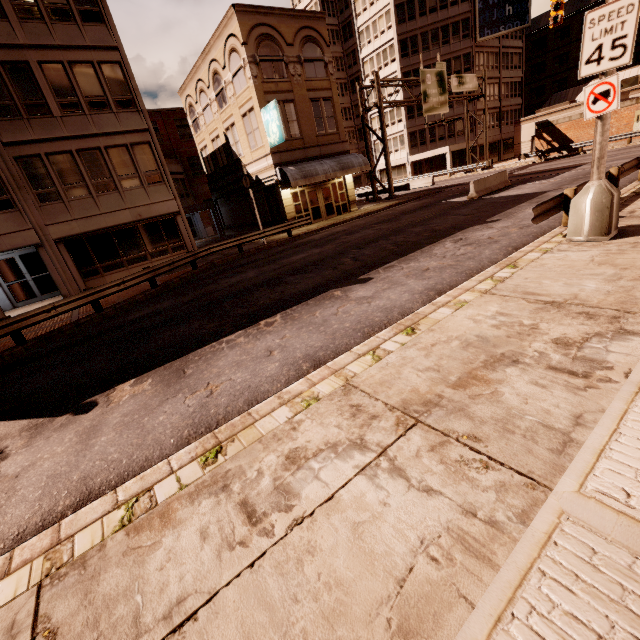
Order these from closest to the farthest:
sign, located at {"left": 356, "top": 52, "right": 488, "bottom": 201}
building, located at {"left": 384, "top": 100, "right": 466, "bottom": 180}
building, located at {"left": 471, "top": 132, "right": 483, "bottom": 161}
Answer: sign, located at {"left": 356, "top": 52, "right": 488, "bottom": 201}, building, located at {"left": 384, "top": 100, "right": 466, "bottom": 180}, building, located at {"left": 471, "top": 132, "right": 483, "bottom": 161}

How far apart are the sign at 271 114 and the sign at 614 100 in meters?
17.1 m

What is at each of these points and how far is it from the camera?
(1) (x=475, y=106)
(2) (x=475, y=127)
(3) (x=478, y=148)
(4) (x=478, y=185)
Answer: (1) building, 45.25m
(2) building, 46.25m
(3) building, 47.50m
(4) barrier, 19.14m

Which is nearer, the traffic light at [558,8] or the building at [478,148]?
the traffic light at [558,8]

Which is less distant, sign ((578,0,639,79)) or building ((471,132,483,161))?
sign ((578,0,639,79))

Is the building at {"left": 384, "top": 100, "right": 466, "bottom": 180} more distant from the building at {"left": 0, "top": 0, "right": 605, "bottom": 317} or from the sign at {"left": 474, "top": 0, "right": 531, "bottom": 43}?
the building at {"left": 0, "top": 0, "right": 605, "bottom": 317}

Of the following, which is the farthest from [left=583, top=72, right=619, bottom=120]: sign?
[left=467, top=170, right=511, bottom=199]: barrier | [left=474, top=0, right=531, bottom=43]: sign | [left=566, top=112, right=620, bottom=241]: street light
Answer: [left=474, top=0, right=531, bottom=43]: sign

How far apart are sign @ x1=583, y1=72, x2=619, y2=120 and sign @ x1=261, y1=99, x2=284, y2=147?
17.1m
